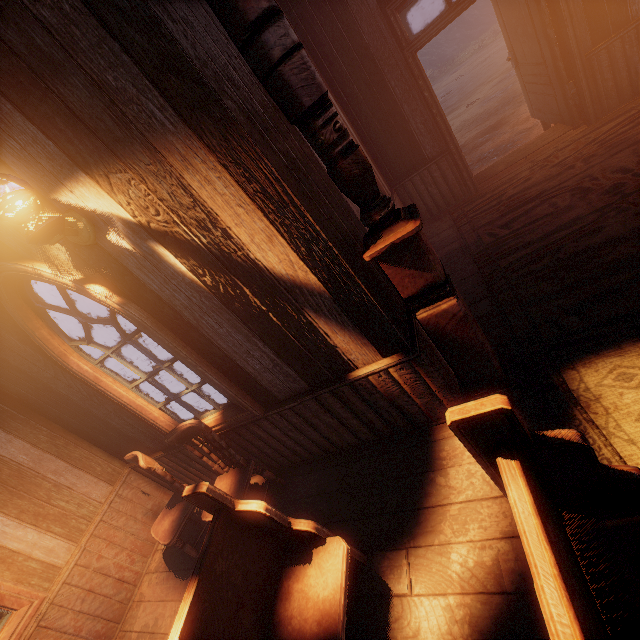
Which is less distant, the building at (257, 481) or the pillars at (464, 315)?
the pillars at (464, 315)

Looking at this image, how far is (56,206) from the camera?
2.0m

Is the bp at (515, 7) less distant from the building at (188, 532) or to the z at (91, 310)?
the building at (188, 532)

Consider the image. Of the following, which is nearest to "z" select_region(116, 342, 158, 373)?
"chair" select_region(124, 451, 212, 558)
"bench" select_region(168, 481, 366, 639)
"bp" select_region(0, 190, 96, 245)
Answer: "chair" select_region(124, 451, 212, 558)

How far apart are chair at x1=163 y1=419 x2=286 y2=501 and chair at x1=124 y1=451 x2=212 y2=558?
0.3m

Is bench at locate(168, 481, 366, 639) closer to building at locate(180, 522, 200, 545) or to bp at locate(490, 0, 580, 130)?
building at locate(180, 522, 200, 545)

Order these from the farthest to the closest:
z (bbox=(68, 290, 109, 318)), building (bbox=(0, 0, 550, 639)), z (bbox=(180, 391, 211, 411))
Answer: z (bbox=(68, 290, 109, 318)), z (bbox=(180, 391, 211, 411)), building (bbox=(0, 0, 550, 639))

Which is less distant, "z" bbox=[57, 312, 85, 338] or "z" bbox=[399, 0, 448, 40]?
"z" bbox=[399, 0, 448, 40]
